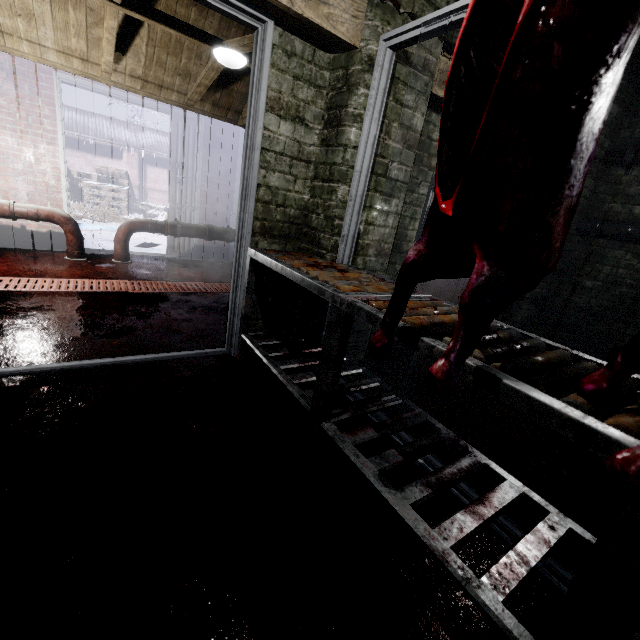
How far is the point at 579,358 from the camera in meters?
1.1 m

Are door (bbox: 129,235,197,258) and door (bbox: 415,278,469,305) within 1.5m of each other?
no

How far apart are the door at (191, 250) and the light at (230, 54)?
1.5m

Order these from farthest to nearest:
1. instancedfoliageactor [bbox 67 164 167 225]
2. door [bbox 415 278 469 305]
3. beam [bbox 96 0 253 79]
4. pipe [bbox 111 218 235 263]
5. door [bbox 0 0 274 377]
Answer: instancedfoliageactor [bbox 67 164 167 225] → pipe [bbox 111 218 235 263] → door [bbox 415 278 469 305] → beam [bbox 96 0 253 79] → door [bbox 0 0 274 377]

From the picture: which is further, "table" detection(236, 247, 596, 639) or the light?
the light

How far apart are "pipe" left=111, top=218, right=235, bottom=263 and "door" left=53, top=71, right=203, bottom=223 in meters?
0.4

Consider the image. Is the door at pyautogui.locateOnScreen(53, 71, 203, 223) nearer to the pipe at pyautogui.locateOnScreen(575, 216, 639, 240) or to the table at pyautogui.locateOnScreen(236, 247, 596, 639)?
the table at pyautogui.locateOnScreen(236, 247, 596, 639)

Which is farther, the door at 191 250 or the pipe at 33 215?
the door at 191 250
